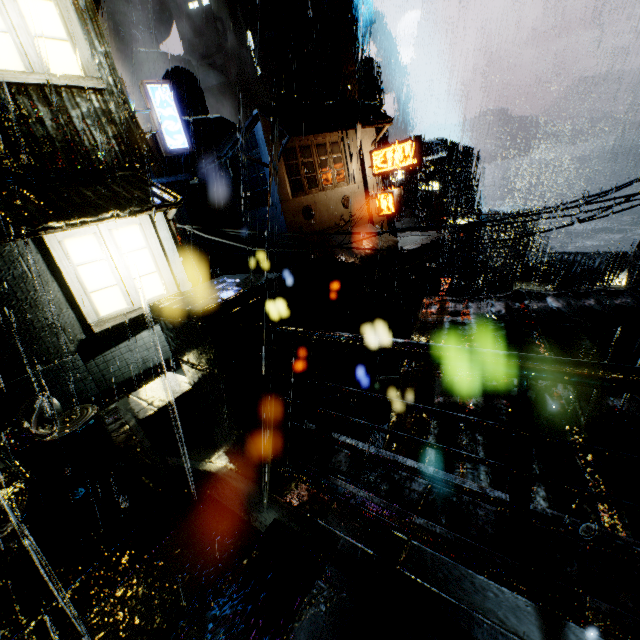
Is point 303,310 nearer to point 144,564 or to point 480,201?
point 144,564

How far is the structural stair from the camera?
15.4m

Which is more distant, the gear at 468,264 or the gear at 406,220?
the gear at 468,264

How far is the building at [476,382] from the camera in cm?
419

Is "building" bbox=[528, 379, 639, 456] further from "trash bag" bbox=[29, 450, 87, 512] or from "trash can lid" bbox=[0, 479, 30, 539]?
"trash can lid" bbox=[0, 479, 30, 539]

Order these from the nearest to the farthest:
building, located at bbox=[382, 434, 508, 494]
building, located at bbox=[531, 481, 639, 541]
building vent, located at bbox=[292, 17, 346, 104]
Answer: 1. building, located at bbox=[531, 481, 639, 541]
2. building, located at bbox=[382, 434, 508, 494]
3. building vent, located at bbox=[292, 17, 346, 104]

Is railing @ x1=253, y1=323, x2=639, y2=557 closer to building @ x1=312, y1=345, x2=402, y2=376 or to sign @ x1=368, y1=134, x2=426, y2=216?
building @ x1=312, y1=345, x2=402, y2=376

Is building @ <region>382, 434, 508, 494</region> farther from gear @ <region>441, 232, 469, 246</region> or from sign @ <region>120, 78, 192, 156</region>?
gear @ <region>441, 232, 469, 246</region>
